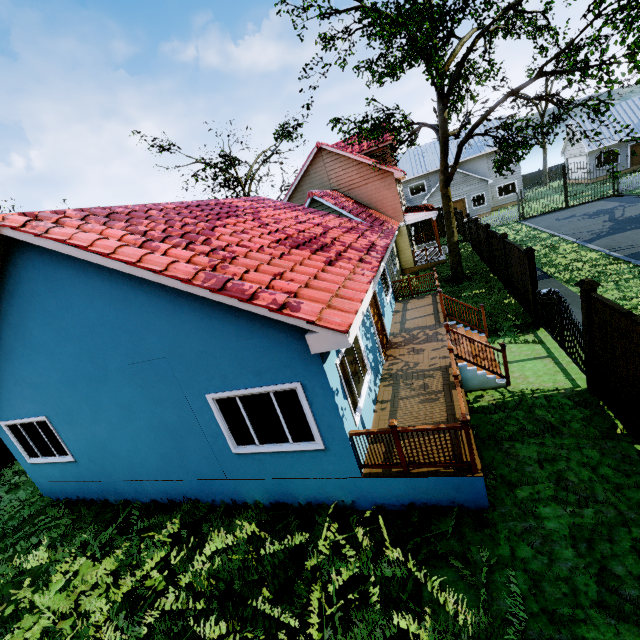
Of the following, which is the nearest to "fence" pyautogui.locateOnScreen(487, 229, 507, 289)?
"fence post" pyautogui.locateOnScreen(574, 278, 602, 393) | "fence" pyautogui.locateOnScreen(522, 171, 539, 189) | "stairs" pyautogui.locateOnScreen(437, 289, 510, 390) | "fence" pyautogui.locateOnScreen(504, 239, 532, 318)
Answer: "fence" pyautogui.locateOnScreen(504, 239, 532, 318)

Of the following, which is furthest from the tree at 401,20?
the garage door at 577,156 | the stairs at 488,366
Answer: the garage door at 577,156

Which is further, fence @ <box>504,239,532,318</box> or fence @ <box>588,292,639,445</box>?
fence @ <box>504,239,532,318</box>

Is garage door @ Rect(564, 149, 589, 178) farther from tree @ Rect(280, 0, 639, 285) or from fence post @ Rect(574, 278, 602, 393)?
fence post @ Rect(574, 278, 602, 393)

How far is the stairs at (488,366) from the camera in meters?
7.9 m

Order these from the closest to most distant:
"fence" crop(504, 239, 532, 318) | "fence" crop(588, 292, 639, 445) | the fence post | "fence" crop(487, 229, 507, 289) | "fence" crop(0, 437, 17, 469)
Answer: "fence" crop(588, 292, 639, 445) → the fence post → "fence" crop(504, 239, 532, 318) → "fence" crop(0, 437, 17, 469) → "fence" crop(487, 229, 507, 289)

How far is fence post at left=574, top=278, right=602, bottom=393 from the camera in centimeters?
625cm

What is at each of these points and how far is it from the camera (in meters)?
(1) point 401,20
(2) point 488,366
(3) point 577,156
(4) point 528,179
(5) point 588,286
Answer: (1) tree, 11.65
(2) stairs, 8.05
(3) garage door, 35.03
(4) fence, 45.53
(5) fence post, 6.22
